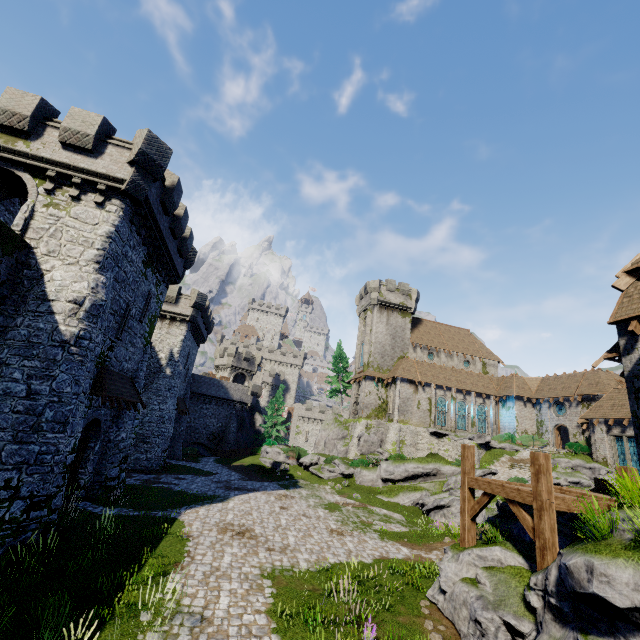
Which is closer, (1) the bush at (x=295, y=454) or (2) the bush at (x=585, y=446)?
(2) the bush at (x=585, y=446)

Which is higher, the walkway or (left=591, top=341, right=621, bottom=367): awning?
(left=591, top=341, right=621, bottom=367): awning

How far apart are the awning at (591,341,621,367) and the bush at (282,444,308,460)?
29.1m

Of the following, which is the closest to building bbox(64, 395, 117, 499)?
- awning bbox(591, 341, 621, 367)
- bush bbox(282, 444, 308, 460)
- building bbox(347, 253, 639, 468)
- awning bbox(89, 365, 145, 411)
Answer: awning bbox(89, 365, 145, 411)

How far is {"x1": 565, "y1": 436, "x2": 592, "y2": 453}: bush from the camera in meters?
31.9

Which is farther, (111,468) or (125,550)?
(111,468)

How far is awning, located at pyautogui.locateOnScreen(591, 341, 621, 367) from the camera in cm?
1168

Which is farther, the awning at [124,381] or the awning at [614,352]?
the awning at [124,381]
